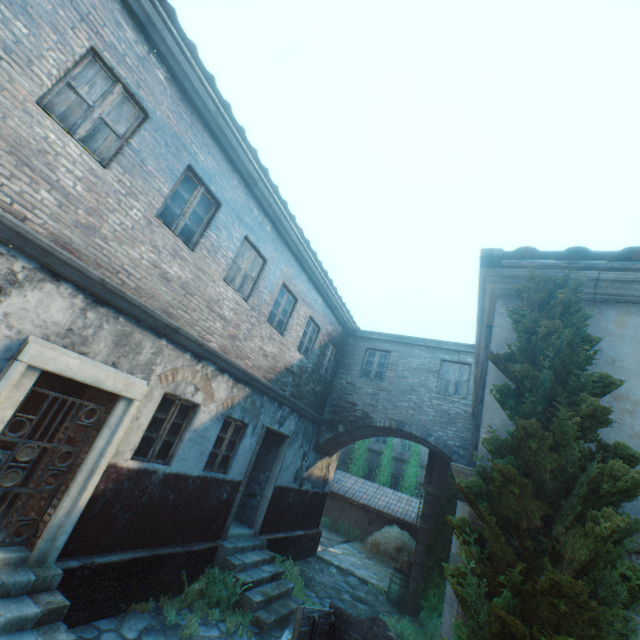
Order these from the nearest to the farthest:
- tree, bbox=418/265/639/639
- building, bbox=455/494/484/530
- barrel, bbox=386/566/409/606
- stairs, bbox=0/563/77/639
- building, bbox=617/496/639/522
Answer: tree, bbox=418/265/639/639
building, bbox=617/496/639/522
building, bbox=455/494/484/530
stairs, bbox=0/563/77/639
barrel, bbox=386/566/409/606

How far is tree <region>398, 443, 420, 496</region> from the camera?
21.8 meters

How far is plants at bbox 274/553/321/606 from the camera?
8.5m

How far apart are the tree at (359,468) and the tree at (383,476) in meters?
0.7 m

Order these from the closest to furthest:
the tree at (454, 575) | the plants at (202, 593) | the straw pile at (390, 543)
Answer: the tree at (454, 575) < the plants at (202, 593) < the straw pile at (390, 543)

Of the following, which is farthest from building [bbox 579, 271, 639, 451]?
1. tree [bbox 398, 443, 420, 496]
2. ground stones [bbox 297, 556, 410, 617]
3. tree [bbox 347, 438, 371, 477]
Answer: tree [bbox 398, 443, 420, 496]

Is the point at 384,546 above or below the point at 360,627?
below

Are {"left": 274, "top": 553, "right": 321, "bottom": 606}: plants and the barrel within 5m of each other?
yes
